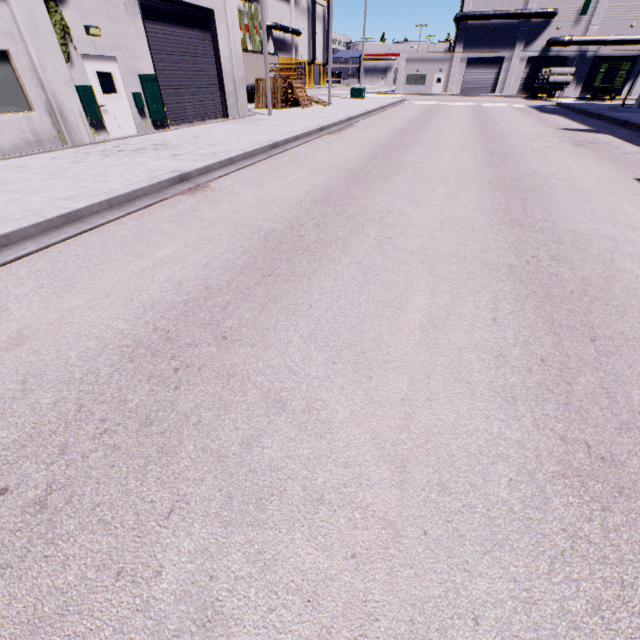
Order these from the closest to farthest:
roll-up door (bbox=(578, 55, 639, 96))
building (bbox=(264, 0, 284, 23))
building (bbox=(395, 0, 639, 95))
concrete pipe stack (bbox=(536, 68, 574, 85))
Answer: concrete pipe stack (bbox=(536, 68, 574, 85)) → building (bbox=(395, 0, 639, 95)) → roll-up door (bbox=(578, 55, 639, 96)) → building (bbox=(264, 0, 284, 23))

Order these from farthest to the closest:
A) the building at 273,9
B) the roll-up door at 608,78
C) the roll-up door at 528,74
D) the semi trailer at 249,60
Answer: the building at 273,9, the roll-up door at 528,74, the roll-up door at 608,78, the semi trailer at 249,60

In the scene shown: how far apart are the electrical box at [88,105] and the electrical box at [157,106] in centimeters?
238cm

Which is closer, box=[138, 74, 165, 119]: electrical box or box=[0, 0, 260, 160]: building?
box=[0, 0, 260, 160]: building

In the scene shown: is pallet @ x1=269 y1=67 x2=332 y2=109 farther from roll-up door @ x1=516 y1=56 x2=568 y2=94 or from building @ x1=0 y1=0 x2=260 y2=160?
roll-up door @ x1=516 y1=56 x2=568 y2=94

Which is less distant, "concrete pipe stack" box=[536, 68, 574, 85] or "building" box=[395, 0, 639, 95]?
"concrete pipe stack" box=[536, 68, 574, 85]

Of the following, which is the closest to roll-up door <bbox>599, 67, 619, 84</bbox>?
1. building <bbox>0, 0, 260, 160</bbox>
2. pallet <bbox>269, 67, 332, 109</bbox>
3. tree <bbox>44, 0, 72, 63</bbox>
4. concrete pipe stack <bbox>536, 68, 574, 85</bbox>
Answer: building <bbox>0, 0, 260, 160</bbox>

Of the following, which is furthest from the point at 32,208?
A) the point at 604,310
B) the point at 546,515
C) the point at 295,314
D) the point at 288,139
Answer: the point at 288,139
